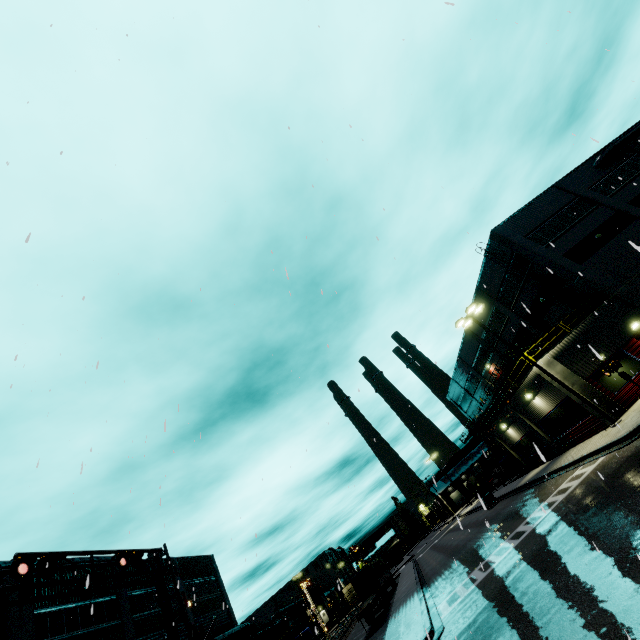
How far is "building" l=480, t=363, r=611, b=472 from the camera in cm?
2073

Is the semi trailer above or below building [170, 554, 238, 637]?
below

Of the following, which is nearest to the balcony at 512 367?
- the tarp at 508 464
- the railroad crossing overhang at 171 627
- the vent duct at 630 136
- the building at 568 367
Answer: the building at 568 367

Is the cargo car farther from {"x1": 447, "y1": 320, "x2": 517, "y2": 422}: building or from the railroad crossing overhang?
the railroad crossing overhang

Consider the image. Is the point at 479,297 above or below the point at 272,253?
above

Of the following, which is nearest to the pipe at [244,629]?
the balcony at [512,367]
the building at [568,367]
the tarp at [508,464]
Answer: the building at [568,367]

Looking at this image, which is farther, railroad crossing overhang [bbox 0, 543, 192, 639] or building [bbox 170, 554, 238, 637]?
building [bbox 170, 554, 238, 637]
